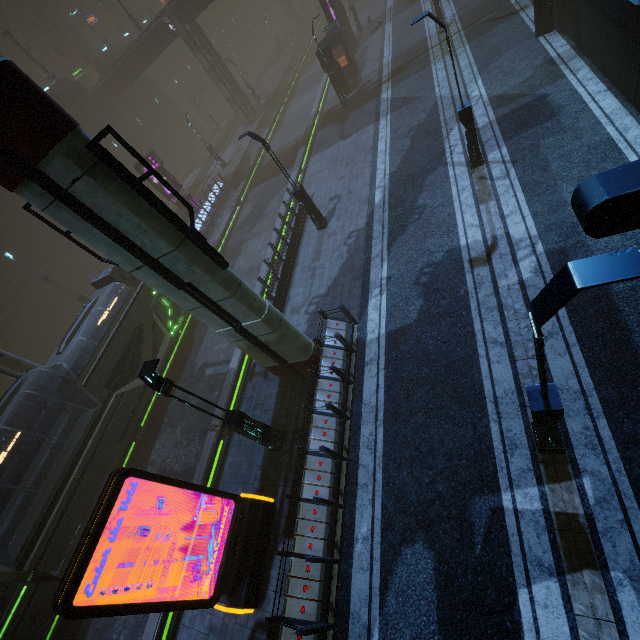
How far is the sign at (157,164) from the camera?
24.7m

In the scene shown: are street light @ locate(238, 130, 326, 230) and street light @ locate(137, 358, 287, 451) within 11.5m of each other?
yes

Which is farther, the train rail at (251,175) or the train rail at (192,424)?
the train rail at (251,175)

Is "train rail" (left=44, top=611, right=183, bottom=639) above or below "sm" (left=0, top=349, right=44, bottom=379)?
below

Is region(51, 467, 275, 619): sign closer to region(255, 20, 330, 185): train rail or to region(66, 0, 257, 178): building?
region(66, 0, 257, 178): building

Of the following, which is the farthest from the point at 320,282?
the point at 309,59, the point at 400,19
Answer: the point at 309,59

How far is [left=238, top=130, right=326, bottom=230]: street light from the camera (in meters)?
13.75

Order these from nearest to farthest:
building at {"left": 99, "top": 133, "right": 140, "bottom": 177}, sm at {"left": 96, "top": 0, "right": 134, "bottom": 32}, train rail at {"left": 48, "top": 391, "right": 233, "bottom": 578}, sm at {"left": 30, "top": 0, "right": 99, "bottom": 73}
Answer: train rail at {"left": 48, "top": 391, "right": 233, "bottom": 578} < building at {"left": 99, "top": 133, "right": 140, "bottom": 177} < sm at {"left": 30, "top": 0, "right": 99, "bottom": 73} < sm at {"left": 96, "top": 0, "right": 134, "bottom": 32}
